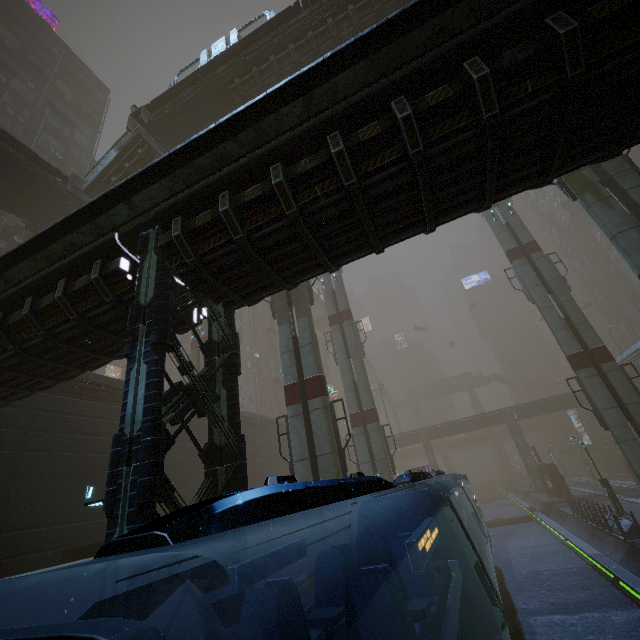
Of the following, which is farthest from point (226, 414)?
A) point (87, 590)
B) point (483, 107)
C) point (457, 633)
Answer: point (87, 590)

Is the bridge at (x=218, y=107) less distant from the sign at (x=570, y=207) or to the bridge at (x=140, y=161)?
the bridge at (x=140, y=161)

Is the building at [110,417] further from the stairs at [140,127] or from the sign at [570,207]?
the stairs at [140,127]

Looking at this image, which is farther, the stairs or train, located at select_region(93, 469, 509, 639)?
the stairs

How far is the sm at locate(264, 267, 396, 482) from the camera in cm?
1449

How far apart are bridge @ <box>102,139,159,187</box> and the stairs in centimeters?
1cm

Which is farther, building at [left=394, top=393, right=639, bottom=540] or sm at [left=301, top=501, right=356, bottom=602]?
building at [left=394, top=393, right=639, bottom=540]

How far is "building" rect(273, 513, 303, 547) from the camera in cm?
2972
